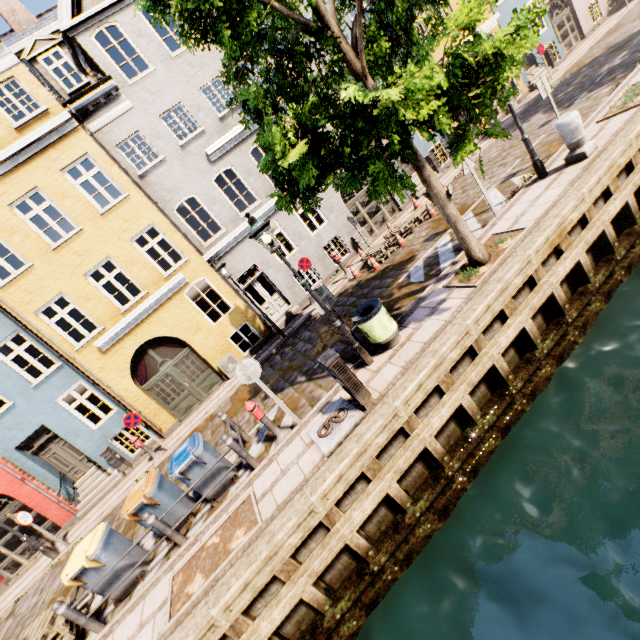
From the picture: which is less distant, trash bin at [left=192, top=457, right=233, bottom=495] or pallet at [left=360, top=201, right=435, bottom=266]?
trash bin at [left=192, top=457, right=233, bottom=495]

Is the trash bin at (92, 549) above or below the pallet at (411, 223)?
above

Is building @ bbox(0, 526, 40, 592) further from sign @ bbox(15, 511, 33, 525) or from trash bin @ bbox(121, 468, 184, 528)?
trash bin @ bbox(121, 468, 184, 528)

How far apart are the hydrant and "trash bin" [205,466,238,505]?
1.06m

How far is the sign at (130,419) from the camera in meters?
10.9

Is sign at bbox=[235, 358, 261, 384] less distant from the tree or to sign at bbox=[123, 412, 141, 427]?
the tree

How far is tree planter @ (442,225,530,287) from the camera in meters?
6.8

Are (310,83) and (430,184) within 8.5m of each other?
yes
